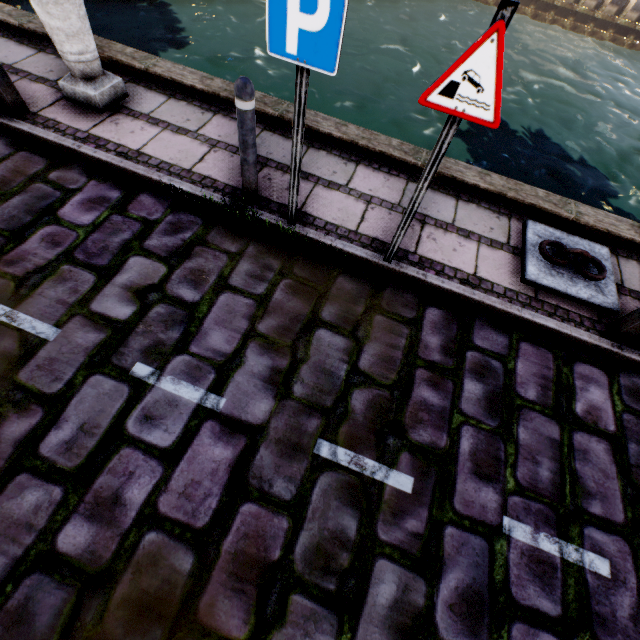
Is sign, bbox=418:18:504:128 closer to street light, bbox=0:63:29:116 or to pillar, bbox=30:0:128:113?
street light, bbox=0:63:29:116

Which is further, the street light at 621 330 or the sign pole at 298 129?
the street light at 621 330

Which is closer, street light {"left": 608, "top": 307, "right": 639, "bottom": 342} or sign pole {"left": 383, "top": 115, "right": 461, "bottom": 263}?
sign pole {"left": 383, "top": 115, "right": 461, "bottom": 263}

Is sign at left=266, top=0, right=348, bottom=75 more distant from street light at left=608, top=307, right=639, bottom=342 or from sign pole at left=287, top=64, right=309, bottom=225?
street light at left=608, top=307, right=639, bottom=342

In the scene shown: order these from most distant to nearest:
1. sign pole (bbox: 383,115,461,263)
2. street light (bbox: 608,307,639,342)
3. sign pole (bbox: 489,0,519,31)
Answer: street light (bbox: 608,307,639,342), sign pole (bbox: 383,115,461,263), sign pole (bbox: 489,0,519,31)

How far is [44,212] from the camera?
3.2 meters

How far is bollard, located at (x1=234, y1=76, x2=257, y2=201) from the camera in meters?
2.6 m

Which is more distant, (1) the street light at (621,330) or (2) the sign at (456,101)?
(1) the street light at (621,330)
